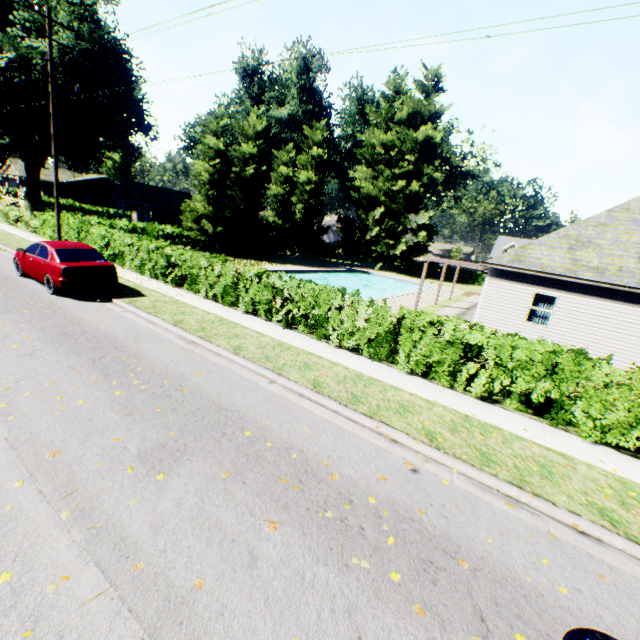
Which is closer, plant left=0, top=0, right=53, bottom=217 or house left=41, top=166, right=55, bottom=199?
plant left=0, top=0, right=53, bottom=217

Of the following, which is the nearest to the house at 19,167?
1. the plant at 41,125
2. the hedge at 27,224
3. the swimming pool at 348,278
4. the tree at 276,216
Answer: the plant at 41,125

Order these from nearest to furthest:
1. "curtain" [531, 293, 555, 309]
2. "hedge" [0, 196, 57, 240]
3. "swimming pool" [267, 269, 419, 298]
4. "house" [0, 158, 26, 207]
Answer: "curtain" [531, 293, 555, 309] < "hedge" [0, 196, 57, 240] < "swimming pool" [267, 269, 419, 298] < "house" [0, 158, 26, 207]

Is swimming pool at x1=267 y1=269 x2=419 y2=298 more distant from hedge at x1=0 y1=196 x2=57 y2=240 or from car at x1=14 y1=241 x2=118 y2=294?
car at x1=14 y1=241 x2=118 y2=294

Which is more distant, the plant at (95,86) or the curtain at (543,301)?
the plant at (95,86)

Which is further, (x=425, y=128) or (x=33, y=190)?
(x=425, y=128)

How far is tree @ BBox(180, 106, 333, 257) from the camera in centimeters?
2852cm

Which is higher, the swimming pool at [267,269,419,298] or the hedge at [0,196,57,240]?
the hedge at [0,196,57,240]
